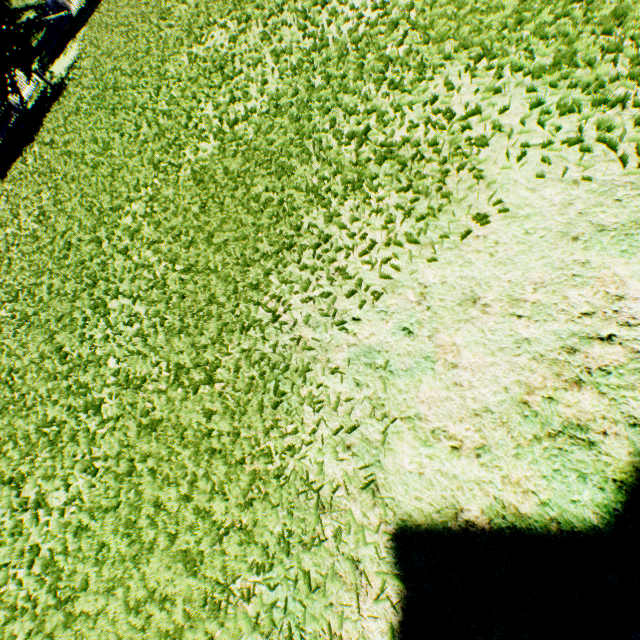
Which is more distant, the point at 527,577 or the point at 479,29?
the point at 479,29
